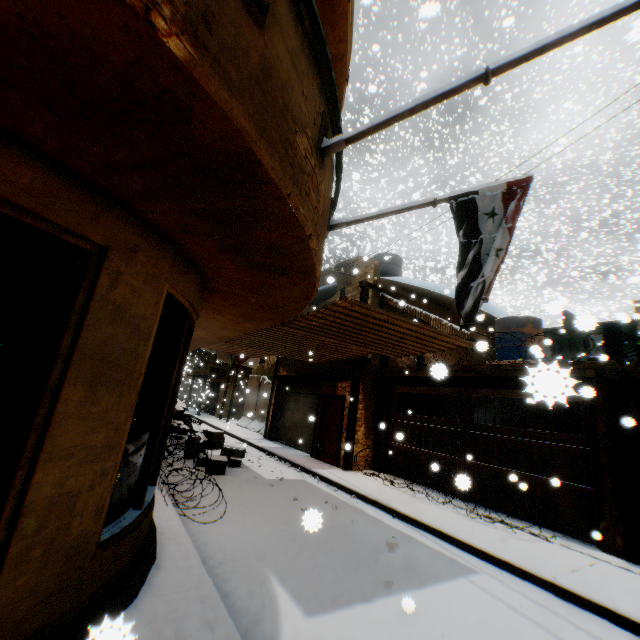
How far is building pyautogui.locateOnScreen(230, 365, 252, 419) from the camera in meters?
26.6 m

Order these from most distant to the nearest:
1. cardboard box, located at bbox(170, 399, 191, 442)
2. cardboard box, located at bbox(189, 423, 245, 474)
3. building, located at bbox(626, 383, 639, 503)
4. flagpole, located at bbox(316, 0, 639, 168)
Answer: cardboard box, located at bbox(170, 399, 191, 442), cardboard box, located at bbox(189, 423, 245, 474), building, located at bbox(626, 383, 639, 503), flagpole, located at bbox(316, 0, 639, 168)

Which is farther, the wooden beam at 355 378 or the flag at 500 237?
the wooden beam at 355 378

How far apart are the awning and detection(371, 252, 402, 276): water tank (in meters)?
2.20

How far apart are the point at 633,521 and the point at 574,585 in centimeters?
241cm

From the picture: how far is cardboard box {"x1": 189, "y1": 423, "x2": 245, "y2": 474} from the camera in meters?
8.9 m

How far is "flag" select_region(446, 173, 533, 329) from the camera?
3.8m

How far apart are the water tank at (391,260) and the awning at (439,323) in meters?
2.2
